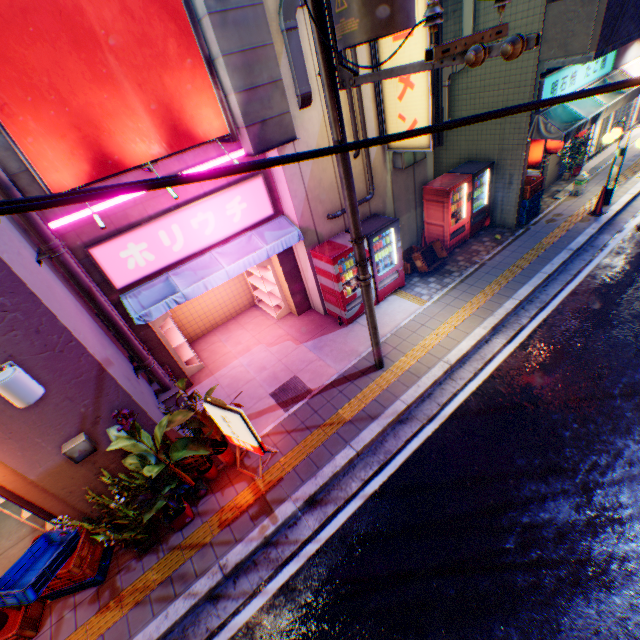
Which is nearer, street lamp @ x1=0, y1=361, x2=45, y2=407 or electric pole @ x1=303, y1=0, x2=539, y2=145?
electric pole @ x1=303, y1=0, x2=539, y2=145

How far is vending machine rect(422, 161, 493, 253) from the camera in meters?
9.4

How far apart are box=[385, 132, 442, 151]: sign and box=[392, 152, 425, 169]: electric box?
0.2 meters

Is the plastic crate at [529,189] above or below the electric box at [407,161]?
below

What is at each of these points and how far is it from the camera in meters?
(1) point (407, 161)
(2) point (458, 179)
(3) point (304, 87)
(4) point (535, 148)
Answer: (1) electric box, 8.4 m
(2) vending machine, 9.4 m
(3) pipe, 6.3 m
(4) street lamp, 9.4 m

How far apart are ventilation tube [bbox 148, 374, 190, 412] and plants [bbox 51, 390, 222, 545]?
1.0m

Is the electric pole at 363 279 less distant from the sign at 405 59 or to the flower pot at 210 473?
the sign at 405 59

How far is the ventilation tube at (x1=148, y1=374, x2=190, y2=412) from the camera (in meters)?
6.70
